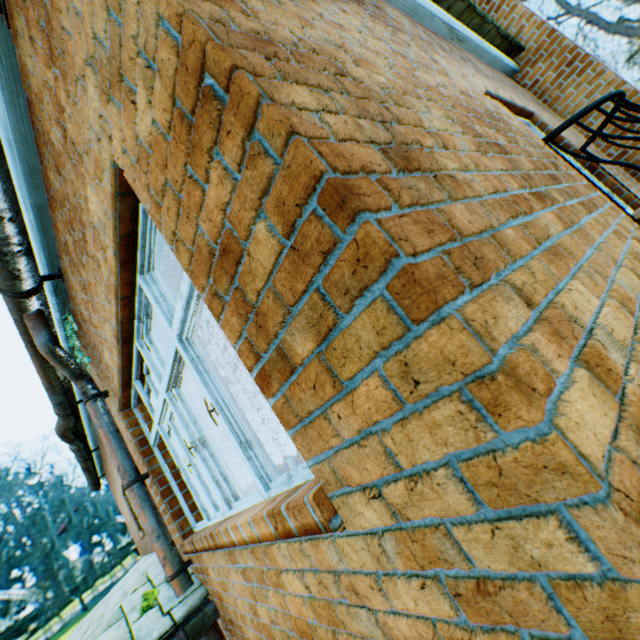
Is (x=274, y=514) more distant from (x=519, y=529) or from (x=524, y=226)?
(x=524, y=226)
